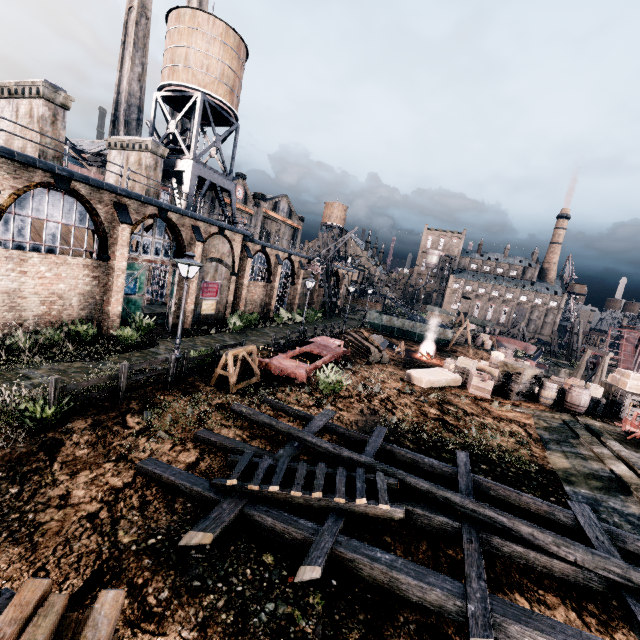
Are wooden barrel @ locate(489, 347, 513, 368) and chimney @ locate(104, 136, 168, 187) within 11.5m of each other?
no

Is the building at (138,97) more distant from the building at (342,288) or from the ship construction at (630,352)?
the ship construction at (630,352)

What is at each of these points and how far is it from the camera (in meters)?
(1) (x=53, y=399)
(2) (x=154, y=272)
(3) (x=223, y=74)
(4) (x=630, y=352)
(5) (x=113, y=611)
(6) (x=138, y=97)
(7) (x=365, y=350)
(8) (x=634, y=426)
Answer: (1) wooden railing, 9.22
(2) building, 36.53
(3) water tower, 27.94
(4) ship construction, 55.88
(5) wood pile, 3.86
(6) building, 48.75
(7) wood pile, 25.89
(8) rail car base, 14.55

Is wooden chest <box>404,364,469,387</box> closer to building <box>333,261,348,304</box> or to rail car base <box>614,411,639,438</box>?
rail car base <box>614,411,639,438</box>

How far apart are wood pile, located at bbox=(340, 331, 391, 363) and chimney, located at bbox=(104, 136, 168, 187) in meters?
18.9 m

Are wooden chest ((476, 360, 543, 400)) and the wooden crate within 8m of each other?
yes

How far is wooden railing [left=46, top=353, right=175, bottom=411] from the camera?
9.24m

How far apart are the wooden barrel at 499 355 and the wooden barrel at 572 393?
4.5m
